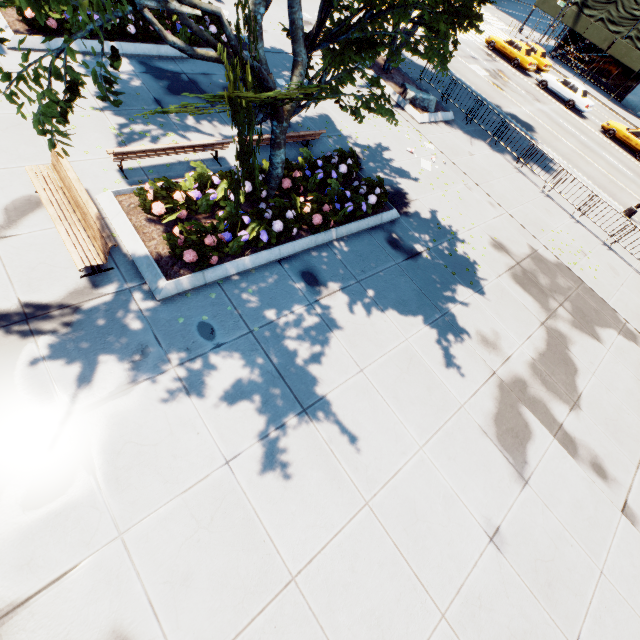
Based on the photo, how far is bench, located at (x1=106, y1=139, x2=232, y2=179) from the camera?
7.5 meters

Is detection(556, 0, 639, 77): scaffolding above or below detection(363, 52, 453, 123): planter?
above

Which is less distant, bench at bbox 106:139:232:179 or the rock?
bench at bbox 106:139:232:179

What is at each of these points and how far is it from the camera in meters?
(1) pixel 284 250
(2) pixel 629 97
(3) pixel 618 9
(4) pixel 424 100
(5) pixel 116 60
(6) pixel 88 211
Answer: (1) planter, 8.1
(2) building, 35.5
(3) scaffolding, 31.4
(4) rock, 15.9
(5) tree, 3.9
(6) bench, 6.2

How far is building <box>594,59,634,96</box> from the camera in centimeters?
3503cm

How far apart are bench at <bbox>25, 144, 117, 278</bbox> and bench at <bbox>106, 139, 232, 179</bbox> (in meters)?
0.95

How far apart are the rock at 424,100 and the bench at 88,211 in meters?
15.0

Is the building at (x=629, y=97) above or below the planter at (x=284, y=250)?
above
